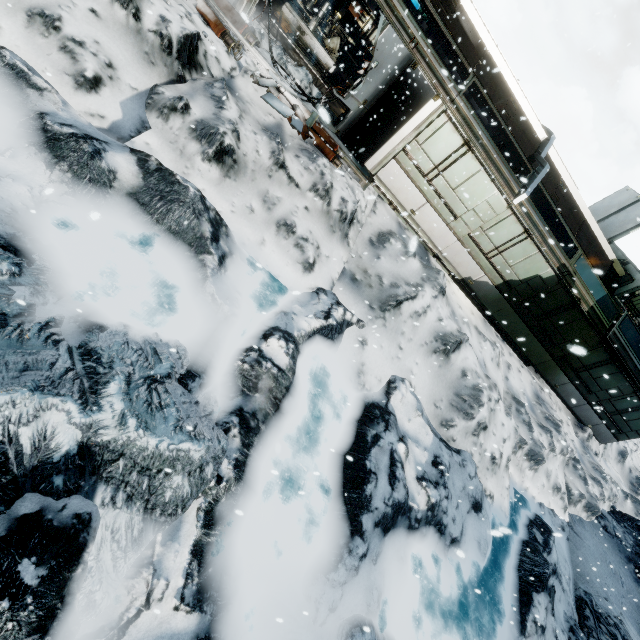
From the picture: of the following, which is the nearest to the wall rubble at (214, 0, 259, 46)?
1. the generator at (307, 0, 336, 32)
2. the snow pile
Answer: the snow pile

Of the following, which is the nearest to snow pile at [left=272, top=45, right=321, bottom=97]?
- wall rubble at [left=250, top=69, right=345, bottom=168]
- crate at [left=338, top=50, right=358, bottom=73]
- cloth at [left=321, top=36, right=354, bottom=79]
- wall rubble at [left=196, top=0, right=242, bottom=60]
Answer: wall rubble at [left=196, top=0, right=242, bottom=60]

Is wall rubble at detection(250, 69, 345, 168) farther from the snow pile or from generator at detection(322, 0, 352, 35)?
generator at detection(322, 0, 352, 35)

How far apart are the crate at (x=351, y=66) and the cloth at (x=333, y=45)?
0.0m

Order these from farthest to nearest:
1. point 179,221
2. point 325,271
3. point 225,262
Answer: point 325,271
point 225,262
point 179,221

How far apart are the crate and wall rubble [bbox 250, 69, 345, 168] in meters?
7.9 m

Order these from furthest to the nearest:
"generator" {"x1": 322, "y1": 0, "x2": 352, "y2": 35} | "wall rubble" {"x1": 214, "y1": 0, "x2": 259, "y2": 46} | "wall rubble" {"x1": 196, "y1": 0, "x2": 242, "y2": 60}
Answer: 1. "generator" {"x1": 322, "y1": 0, "x2": 352, "y2": 35}
2. "wall rubble" {"x1": 214, "y1": 0, "x2": 259, "y2": 46}
3. "wall rubble" {"x1": 196, "y1": 0, "x2": 242, "y2": 60}

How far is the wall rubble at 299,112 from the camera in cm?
809
